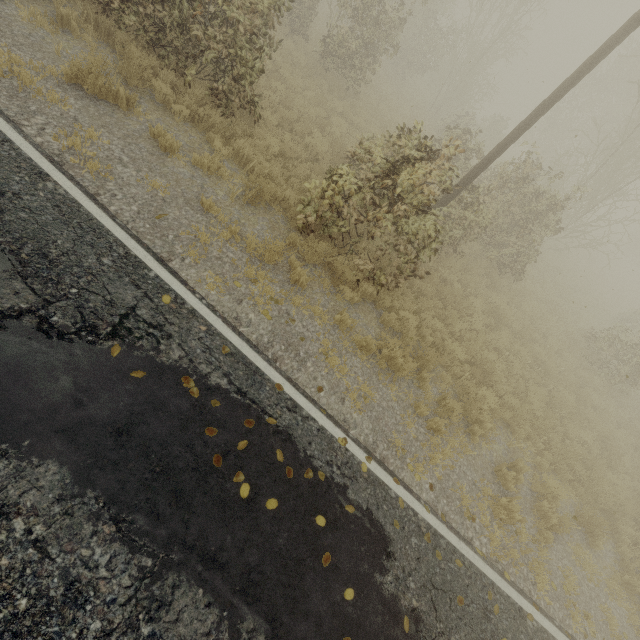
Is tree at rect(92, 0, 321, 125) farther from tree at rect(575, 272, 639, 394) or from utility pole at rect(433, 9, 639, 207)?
tree at rect(575, 272, 639, 394)

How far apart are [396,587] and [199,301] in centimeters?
483cm

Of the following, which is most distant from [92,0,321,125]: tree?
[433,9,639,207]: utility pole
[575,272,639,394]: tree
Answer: [575,272,639,394]: tree

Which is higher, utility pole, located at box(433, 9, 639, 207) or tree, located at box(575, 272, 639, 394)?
utility pole, located at box(433, 9, 639, 207)

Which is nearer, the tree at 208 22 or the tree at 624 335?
the tree at 208 22

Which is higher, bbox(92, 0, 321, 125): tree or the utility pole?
the utility pole

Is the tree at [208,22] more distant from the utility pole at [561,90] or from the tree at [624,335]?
the tree at [624,335]

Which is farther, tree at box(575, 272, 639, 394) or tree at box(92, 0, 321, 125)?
tree at box(575, 272, 639, 394)
